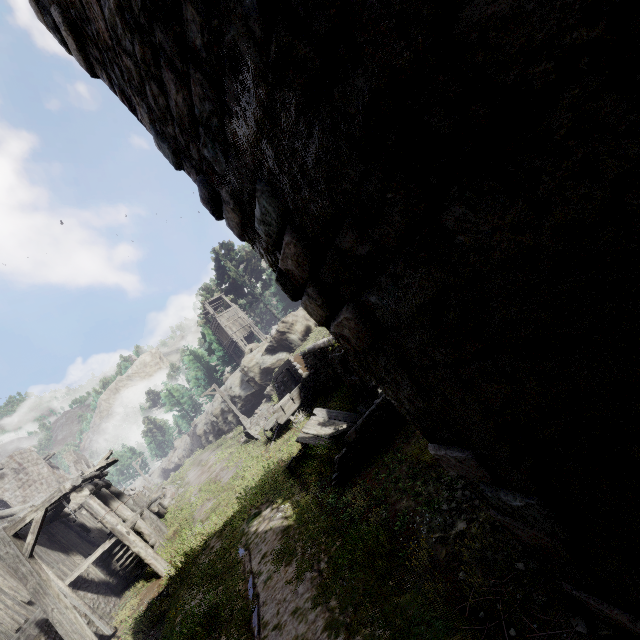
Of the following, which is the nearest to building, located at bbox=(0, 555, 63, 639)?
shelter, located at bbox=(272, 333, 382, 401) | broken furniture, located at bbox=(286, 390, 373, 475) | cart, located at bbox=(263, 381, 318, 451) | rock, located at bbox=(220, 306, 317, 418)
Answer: shelter, located at bbox=(272, 333, 382, 401)

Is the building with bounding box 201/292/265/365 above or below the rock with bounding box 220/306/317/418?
above

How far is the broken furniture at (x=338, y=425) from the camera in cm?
1001

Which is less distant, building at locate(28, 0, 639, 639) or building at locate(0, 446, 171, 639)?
building at locate(28, 0, 639, 639)

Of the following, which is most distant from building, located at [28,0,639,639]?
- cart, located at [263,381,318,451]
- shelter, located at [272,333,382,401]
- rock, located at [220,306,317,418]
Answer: cart, located at [263,381,318,451]

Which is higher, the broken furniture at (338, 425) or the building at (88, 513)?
the building at (88, 513)

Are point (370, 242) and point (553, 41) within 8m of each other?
yes

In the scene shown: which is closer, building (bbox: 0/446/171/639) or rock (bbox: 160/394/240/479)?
building (bbox: 0/446/171/639)
